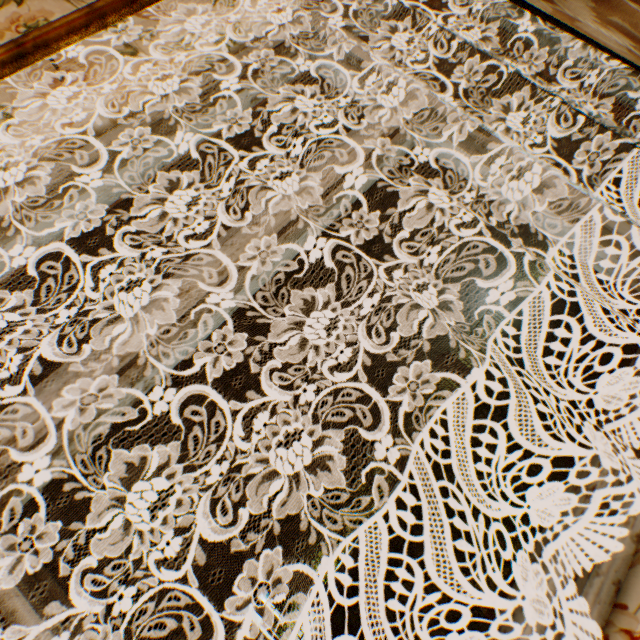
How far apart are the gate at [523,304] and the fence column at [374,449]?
9.7 meters

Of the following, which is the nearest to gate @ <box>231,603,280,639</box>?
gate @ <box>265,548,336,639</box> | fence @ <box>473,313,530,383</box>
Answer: gate @ <box>265,548,336,639</box>

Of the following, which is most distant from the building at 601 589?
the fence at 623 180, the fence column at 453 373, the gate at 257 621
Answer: the fence at 623 180

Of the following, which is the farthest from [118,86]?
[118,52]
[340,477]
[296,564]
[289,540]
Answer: [289,540]

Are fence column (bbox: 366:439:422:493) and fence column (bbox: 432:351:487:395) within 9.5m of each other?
yes

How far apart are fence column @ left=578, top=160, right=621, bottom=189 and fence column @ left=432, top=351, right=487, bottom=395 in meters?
16.1 m

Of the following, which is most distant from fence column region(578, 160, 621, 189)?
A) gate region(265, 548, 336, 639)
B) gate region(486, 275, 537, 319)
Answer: gate region(265, 548, 336, 639)

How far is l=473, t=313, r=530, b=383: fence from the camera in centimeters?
1548cm
